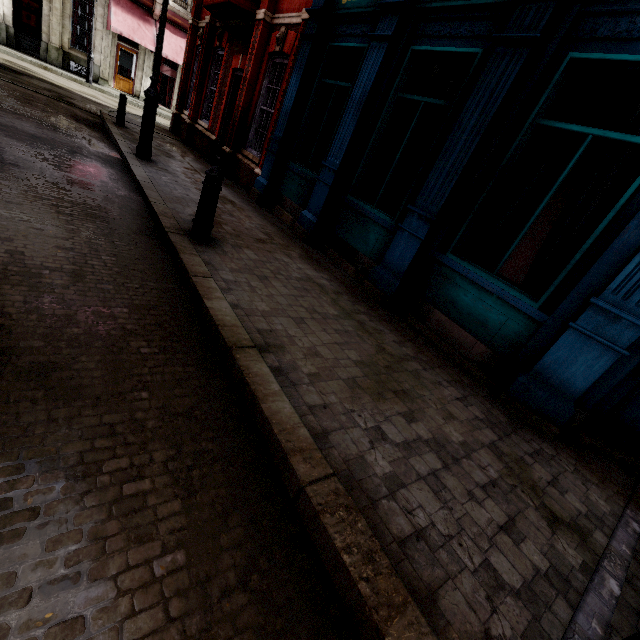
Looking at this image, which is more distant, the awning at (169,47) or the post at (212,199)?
the awning at (169,47)

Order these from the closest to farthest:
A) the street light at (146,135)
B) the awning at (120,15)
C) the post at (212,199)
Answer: the post at (212,199) → the street light at (146,135) → the awning at (120,15)

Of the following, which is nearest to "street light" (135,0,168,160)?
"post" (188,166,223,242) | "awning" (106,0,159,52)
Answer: "post" (188,166,223,242)

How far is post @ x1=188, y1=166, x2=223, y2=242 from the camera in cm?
406

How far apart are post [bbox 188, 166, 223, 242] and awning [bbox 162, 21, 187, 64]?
23.3m

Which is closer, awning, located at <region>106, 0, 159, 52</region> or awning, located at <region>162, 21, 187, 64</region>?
awning, located at <region>106, 0, 159, 52</region>

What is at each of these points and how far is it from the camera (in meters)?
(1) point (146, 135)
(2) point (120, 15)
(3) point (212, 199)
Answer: (1) street light, 7.44
(2) awning, 19.17
(3) post, 4.18
